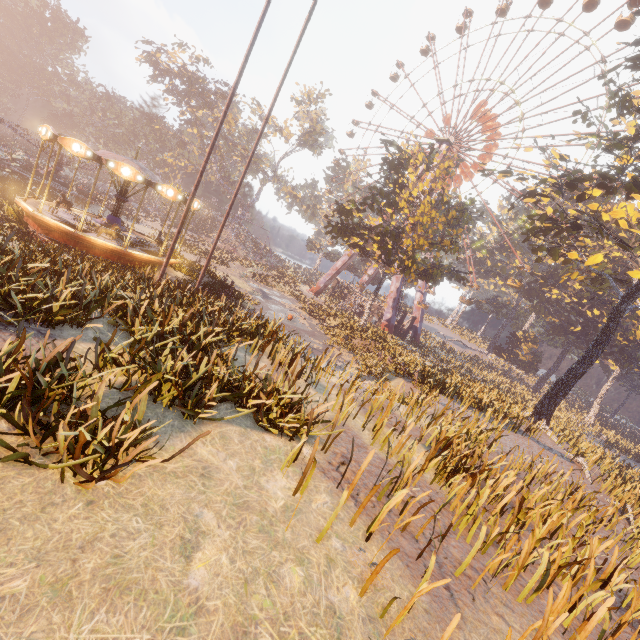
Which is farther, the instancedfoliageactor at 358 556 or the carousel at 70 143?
the carousel at 70 143

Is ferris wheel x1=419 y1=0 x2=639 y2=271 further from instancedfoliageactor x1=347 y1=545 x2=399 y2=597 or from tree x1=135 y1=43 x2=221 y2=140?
instancedfoliageactor x1=347 y1=545 x2=399 y2=597

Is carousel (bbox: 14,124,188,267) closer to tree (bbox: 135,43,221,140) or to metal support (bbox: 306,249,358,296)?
metal support (bbox: 306,249,358,296)

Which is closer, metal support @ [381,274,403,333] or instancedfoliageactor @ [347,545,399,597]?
instancedfoliageactor @ [347,545,399,597]

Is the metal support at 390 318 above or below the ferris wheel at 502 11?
below

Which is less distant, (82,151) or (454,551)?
(454,551)

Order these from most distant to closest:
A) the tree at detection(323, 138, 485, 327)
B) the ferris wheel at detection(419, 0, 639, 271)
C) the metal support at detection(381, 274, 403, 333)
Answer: the metal support at detection(381, 274, 403, 333), the ferris wheel at detection(419, 0, 639, 271), the tree at detection(323, 138, 485, 327)

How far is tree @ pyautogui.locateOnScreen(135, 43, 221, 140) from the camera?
47.5m
